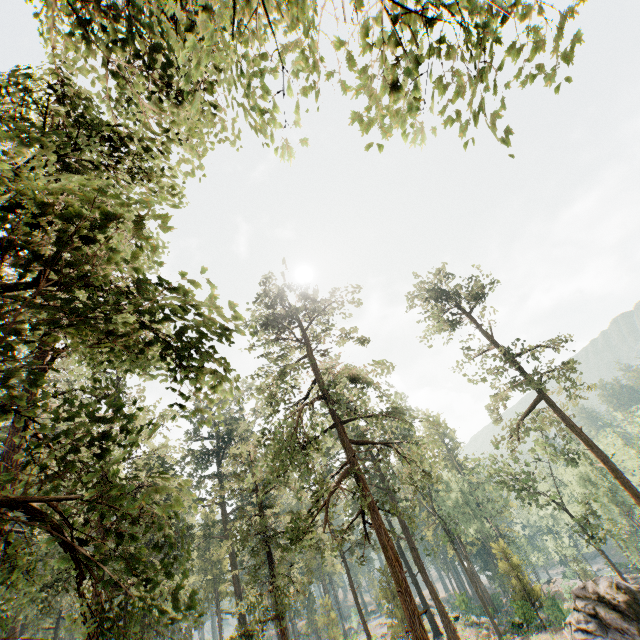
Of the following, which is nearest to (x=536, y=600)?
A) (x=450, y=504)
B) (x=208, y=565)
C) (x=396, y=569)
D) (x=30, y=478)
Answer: (x=450, y=504)

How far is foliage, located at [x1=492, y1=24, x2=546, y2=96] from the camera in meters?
3.4

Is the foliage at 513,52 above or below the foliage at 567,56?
above

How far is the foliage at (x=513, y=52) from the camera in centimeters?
335cm

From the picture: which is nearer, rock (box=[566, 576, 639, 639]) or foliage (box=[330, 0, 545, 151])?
foliage (box=[330, 0, 545, 151])
